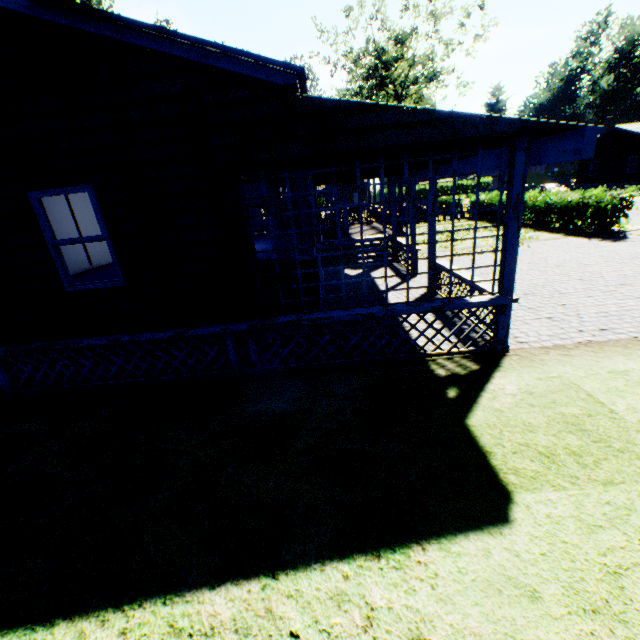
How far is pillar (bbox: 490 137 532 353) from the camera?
4.7 meters

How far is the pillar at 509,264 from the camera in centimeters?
475cm

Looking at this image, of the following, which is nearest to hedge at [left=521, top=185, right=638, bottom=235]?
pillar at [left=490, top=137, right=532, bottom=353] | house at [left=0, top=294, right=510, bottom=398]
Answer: house at [left=0, top=294, right=510, bottom=398]

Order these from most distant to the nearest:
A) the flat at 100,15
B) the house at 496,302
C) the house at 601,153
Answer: the house at 601,153 < the house at 496,302 < the flat at 100,15

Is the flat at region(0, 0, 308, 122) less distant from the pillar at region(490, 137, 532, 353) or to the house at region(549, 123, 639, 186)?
the pillar at region(490, 137, 532, 353)

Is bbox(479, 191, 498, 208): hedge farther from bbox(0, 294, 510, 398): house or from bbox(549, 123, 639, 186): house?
bbox(549, 123, 639, 186): house

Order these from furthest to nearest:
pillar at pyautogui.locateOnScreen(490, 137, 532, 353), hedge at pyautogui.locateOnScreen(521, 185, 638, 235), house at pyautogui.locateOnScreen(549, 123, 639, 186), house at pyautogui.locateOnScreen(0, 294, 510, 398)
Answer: house at pyautogui.locateOnScreen(549, 123, 639, 186)
hedge at pyautogui.locateOnScreen(521, 185, 638, 235)
house at pyautogui.locateOnScreen(0, 294, 510, 398)
pillar at pyautogui.locateOnScreen(490, 137, 532, 353)

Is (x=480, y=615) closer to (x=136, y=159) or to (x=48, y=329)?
(x=136, y=159)
